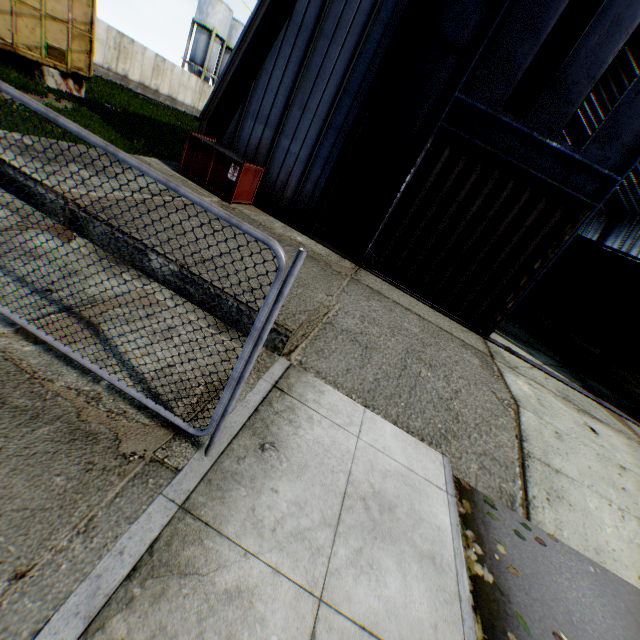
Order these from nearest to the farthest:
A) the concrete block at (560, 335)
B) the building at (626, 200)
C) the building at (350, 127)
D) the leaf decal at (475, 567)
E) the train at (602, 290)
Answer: the leaf decal at (475, 567)
the building at (350, 127)
the train at (602, 290)
the concrete block at (560, 335)
the building at (626, 200)

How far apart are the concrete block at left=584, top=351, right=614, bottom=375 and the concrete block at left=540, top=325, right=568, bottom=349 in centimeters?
122cm

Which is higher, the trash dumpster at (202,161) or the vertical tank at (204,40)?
the vertical tank at (204,40)

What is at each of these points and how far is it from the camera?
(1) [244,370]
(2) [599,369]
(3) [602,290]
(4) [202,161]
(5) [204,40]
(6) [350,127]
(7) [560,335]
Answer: (1) metal fence, 2.6 meters
(2) concrete block, 13.9 meters
(3) train, 13.0 meters
(4) trash dumpster, 9.1 meters
(5) vertical tank, 41.3 meters
(6) building, 9.1 meters
(7) concrete block, 13.7 meters

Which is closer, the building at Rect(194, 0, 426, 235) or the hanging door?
the hanging door

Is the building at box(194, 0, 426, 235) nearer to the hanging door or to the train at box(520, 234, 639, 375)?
the hanging door

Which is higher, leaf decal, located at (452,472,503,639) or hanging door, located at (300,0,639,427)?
hanging door, located at (300,0,639,427)

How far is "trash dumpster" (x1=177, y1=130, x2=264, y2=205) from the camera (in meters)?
8.91
